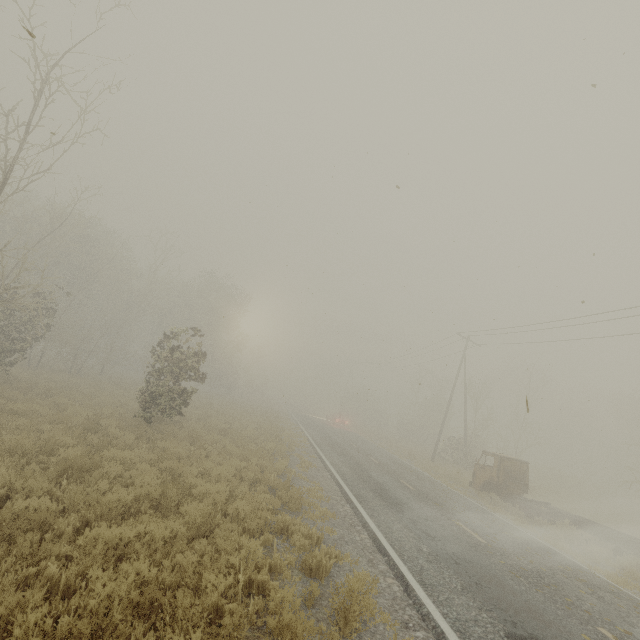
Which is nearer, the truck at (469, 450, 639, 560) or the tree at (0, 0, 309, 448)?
the tree at (0, 0, 309, 448)

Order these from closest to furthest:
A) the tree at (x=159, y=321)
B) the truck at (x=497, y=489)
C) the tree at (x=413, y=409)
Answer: the tree at (x=159, y=321) → the truck at (x=497, y=489) → the tree at (x=413, y=409)

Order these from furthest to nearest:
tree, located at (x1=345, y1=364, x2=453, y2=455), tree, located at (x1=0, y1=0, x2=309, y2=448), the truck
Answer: tree, located at (x1=345, y1=364, x2=453, y2=455) < the truck < tree, located at (x1=0, y1=0, x2=309, y2=448)

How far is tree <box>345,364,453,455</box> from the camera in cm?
3847

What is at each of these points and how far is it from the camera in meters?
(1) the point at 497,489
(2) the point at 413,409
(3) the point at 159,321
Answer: (1) truck, 17.6 m
(2) tree, 44.4 m
(3) tree, 37.2 m

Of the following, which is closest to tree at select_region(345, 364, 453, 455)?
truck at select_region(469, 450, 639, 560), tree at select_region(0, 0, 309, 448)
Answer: truck at select_region(469, 450, 639, 560)

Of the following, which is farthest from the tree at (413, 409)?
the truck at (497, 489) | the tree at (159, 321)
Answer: the tree at (159, 321)
